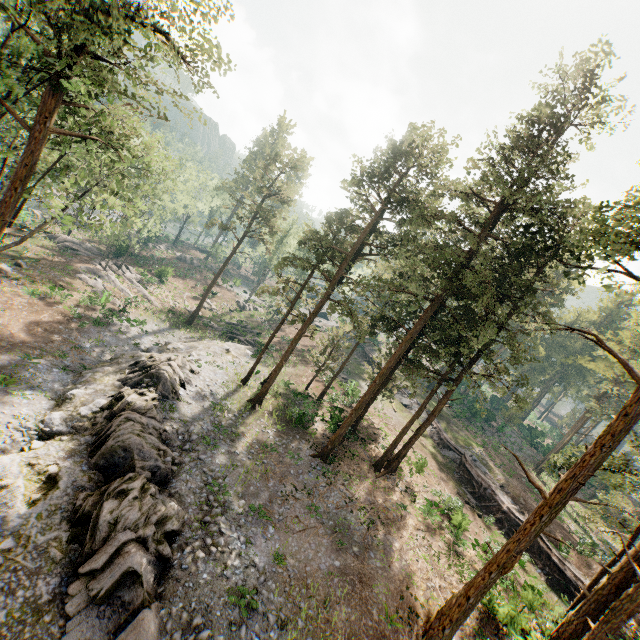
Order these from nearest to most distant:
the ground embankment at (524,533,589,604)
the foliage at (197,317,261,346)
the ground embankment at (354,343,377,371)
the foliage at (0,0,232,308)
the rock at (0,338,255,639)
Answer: the rock at (0,338,255,639)
the foliage at (0,0,232,308)
the ground embankment at (524,533,589,604)
the foliage at (197,317,261,346)
the ground embankment at (354,343,377,371)

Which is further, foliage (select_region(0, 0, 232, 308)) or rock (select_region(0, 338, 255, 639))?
foliage (select_region(0, 0, 232, 308))

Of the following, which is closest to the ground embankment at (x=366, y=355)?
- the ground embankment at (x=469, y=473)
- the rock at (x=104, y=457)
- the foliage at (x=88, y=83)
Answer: the ground embankment at (x=469, y=473)

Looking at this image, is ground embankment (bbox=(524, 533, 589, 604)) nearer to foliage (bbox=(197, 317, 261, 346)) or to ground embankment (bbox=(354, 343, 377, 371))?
foliage (bbox=(197, 317, 261, 346))

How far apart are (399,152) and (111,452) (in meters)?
26.85

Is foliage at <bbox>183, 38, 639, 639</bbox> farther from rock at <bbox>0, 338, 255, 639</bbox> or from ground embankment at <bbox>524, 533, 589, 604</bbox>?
rock at <bbox>0, 338, 255, 639</bbox>

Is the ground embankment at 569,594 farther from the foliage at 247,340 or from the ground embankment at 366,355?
the ground embankment at 366,355

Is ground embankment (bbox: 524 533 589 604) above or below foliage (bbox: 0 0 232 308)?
below
